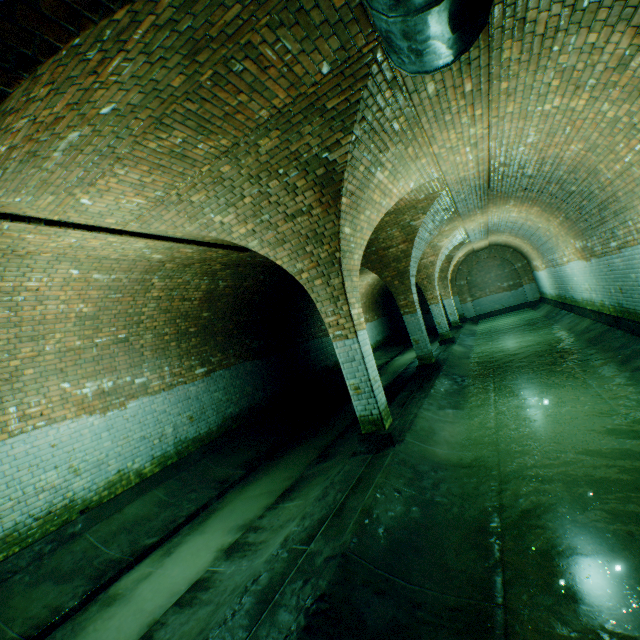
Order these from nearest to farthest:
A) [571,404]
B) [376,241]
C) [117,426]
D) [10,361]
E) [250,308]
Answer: [10,361]
[571,404]
[117,426]
[376,241]
[250,308]

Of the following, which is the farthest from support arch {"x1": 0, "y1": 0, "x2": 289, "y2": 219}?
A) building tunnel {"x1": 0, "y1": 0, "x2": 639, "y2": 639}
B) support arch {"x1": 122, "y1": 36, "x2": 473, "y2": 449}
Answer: support arch {"x1": 122, "y1": 36, "x2": 473, "y2": 449}

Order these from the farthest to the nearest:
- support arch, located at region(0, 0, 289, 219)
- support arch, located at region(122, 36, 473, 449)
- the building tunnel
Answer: support arch, located at region(122, 36, 473, 449)
the building tunnel
support arch, located at region(0, 0, 289, 219)

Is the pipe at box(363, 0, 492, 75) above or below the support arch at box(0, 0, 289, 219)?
below

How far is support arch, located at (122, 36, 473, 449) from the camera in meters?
3.5 m

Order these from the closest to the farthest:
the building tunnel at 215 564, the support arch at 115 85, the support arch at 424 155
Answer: the support arch at 115 85 < the building tunnel at 215 564 < the support arch at 424 155

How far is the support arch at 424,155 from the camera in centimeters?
353cm
